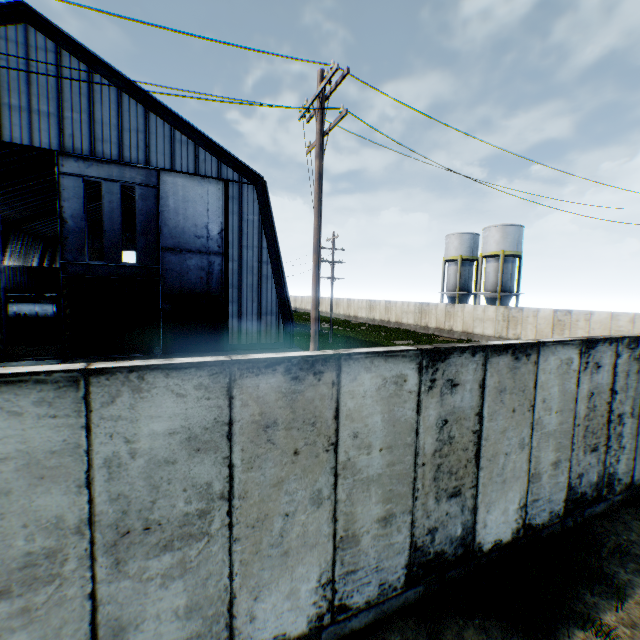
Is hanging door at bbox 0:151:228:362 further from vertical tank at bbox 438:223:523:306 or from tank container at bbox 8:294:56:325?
vertical tank at bbox 438:223:523:306

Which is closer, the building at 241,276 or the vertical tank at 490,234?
the building at 241,276

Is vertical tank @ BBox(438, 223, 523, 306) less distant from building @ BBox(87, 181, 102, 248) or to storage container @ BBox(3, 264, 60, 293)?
building @ BBox(87, 181, 102, 248)

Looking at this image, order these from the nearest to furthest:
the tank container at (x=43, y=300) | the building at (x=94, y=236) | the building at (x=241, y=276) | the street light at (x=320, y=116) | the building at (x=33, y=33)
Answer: the street light at (x=320, y=116) → the building at (x=33, y=33) → the building at (x=241, y=276) → the tank container at (x=43, y=300) → the building at (x=94, y=236)

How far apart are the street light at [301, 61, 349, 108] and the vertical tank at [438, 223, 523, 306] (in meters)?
33.25

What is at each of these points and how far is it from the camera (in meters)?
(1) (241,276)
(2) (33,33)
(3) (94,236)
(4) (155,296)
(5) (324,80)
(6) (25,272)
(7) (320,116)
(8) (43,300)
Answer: (1) building, 20.48
(2) building, 15.41
(3) building, 55.50
(4) hanging door, 18.39
(5) street light, 7.43
(6) storage container, 35.91
(7) street light, 7.93
(8) tank container, 29.78

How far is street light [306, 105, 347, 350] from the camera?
7.93m
